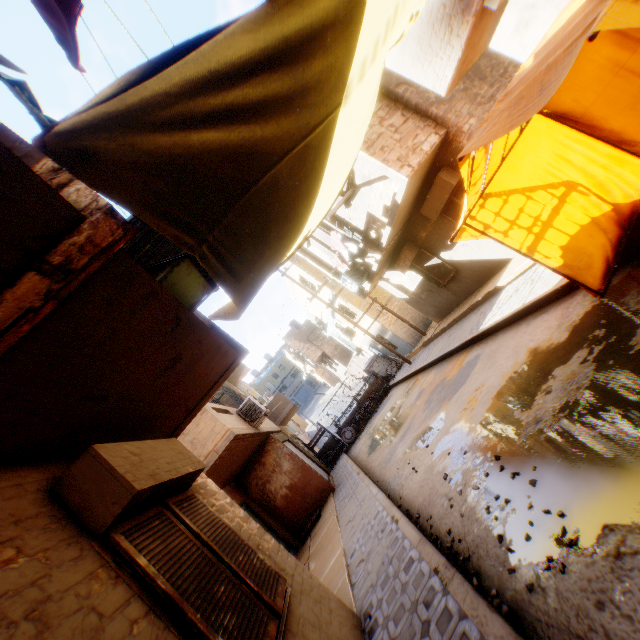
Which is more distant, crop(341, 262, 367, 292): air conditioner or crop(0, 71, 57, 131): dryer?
crop(341, 262, 367, 292): air conditioner

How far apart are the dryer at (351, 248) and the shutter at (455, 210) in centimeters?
255cm

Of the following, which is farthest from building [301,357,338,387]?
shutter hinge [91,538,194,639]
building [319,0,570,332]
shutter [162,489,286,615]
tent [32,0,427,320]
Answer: shutter hinge [91,538,194,639]

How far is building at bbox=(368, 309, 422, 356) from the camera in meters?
18.4 m

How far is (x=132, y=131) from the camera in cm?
239

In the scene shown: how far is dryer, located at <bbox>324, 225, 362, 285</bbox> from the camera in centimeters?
991cm

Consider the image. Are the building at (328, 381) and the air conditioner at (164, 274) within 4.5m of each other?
no

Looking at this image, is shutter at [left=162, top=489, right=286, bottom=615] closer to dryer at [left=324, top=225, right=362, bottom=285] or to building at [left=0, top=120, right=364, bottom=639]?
building at [left=0, top=120, right=364, bottom=639]
